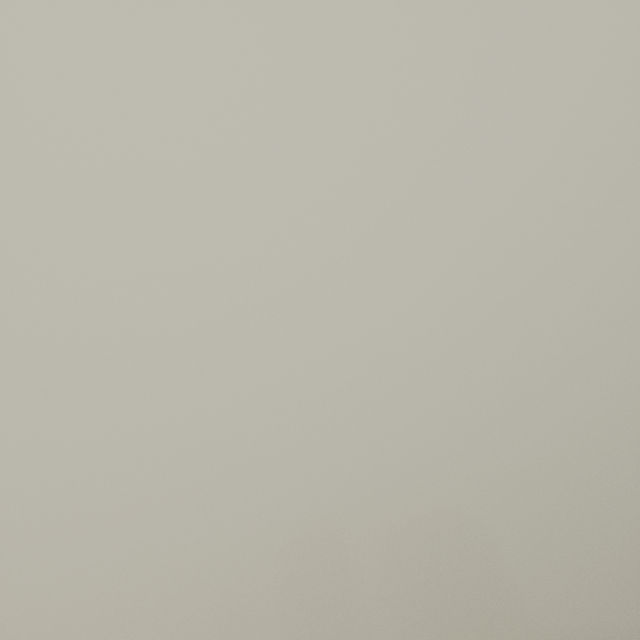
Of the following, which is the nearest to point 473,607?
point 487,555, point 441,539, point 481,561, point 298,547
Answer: point 481,561
